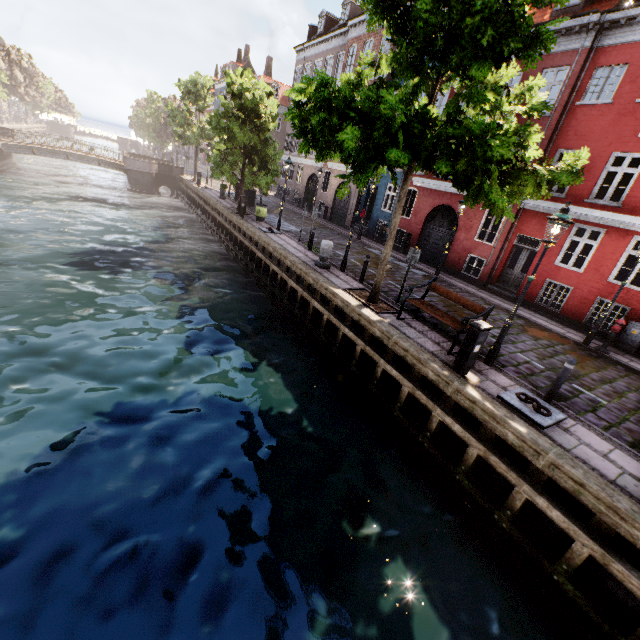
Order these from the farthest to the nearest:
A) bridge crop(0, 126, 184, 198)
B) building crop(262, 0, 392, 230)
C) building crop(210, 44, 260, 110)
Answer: building crop(210, 44, 260, 110), bridge crop(0, 126, 184, 198), building crop(262, 0, 392, 230)

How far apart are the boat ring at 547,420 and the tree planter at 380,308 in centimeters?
399cm

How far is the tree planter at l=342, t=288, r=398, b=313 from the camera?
10.1m

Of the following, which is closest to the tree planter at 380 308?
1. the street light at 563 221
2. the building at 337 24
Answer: the street light at 563 221

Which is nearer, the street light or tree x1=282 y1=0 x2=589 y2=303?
tree x1=282 y1=0 x2=589 y2=303

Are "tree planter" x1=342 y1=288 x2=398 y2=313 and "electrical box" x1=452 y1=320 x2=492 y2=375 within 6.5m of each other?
yes

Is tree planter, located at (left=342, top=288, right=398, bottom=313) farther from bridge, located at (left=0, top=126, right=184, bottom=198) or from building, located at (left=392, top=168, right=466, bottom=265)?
bridge, located at (left=0, top=126, right=184, bottom=198)

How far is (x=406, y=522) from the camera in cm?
642
